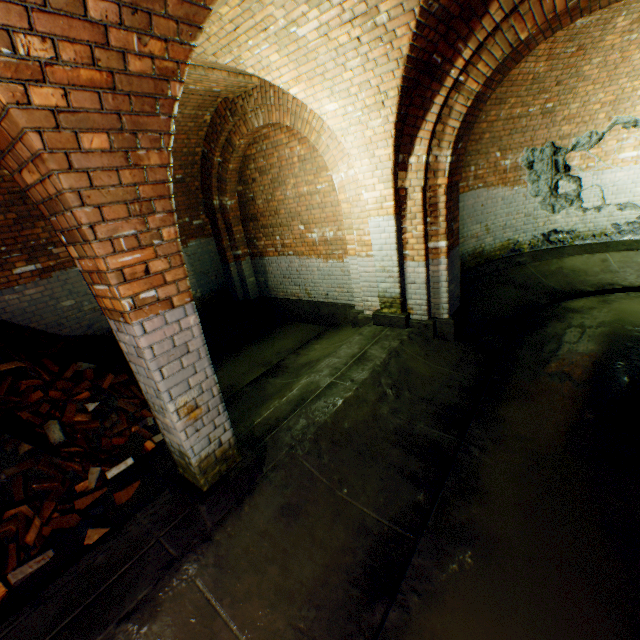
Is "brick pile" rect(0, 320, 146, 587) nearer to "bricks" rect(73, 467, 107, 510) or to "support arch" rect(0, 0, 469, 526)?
"bricks" rect(73, 467, 107, 510)

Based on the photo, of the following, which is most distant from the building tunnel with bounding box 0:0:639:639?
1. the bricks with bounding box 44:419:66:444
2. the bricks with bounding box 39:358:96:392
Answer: the bricks with bounding box 39:358:96:392

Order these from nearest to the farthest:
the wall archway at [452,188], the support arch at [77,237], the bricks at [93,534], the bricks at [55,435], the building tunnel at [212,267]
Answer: the support arch at [77,237] < the building tunnel at [212,267] < the bricks at [93,534] < the wall archway at [452,188] < the bricks at [55,435]

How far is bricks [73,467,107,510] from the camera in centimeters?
350cm

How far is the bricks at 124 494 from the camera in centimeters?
338cm

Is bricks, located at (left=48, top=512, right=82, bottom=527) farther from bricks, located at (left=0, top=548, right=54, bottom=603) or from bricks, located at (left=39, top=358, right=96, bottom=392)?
bricks, located at (left=39, top=358, right=96, bottom=392)

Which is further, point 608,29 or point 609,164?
point 609,164

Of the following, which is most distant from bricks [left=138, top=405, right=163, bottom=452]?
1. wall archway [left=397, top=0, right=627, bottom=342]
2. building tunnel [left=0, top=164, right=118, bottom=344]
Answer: wall archway [left=397, top=0, right=627, bottom=342]
